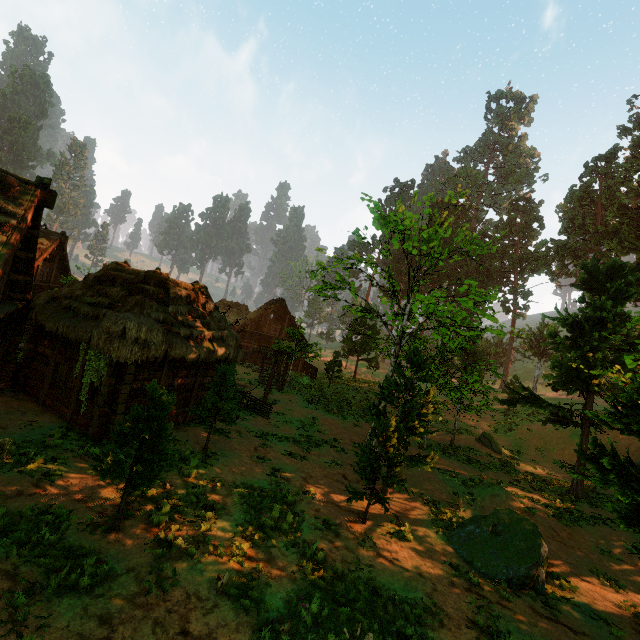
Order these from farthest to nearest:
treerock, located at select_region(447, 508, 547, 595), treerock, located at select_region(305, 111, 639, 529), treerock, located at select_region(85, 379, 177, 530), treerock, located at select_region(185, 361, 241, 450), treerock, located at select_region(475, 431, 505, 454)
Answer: treerock, located at select_region(475, 431, 505, 454) < treerock, located at select_region(185, 361, 241, 450) < treerock, located at select_region(305, 111, 639, 529) < treerock, located at select_region(447, 508, 547, 595) < treerock, located at select_region(85, 379, 177, 530)

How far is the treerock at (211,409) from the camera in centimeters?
1255cm

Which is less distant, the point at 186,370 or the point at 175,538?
the point at 175,538

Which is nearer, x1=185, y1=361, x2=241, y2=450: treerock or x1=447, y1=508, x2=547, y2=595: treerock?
x1=447, y1=508, x2=547, y2=595: treerock

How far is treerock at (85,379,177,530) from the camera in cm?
740

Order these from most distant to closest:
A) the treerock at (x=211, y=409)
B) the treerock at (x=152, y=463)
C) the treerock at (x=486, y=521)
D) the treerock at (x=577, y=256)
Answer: the treerock at (x=211, y=409), the treerock at (x=577, y=256), the treerock at (x=486, y=521), the treerock at (x=152, y=463)
